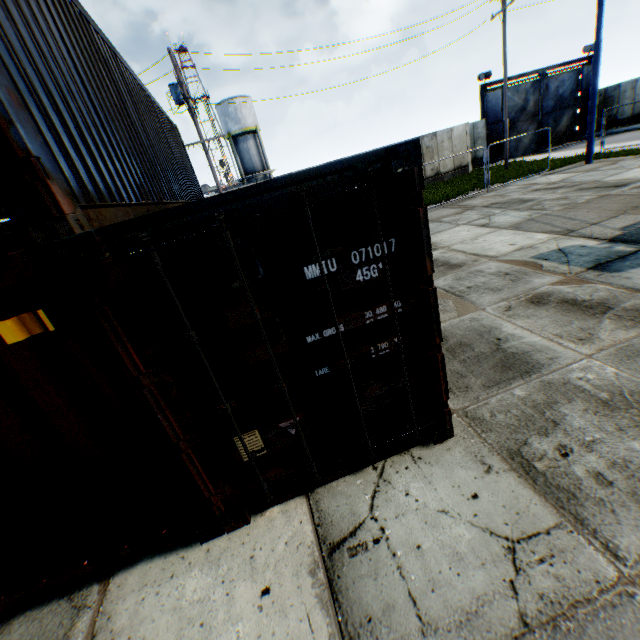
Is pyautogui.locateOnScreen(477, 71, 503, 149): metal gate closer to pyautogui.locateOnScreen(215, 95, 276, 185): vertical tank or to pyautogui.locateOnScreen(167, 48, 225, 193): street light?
pyautogui.locateOnScreen(215, 95, 276, 185): vertical tank

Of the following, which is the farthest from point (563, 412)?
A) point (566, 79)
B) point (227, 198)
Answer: point (566, 79)

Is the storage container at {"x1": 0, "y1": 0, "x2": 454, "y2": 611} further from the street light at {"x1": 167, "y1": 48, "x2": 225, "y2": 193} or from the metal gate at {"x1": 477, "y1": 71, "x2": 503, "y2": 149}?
the metal gate at {"x1": 477, "y1": 71, "x2": 503, "y2": 149}

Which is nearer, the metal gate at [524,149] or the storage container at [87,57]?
the storage container at [87,57]

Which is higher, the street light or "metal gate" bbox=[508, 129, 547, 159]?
the street light

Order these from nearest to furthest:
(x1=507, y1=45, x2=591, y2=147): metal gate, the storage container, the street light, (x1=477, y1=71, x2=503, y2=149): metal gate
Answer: the storage container < the street light < (x1=477, y1=71, x2=503, y2=149): metal gate < (x1=507, y1=45, x2=591, y2=147): metal gate

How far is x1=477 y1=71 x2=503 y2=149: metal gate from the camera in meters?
26.2 m
